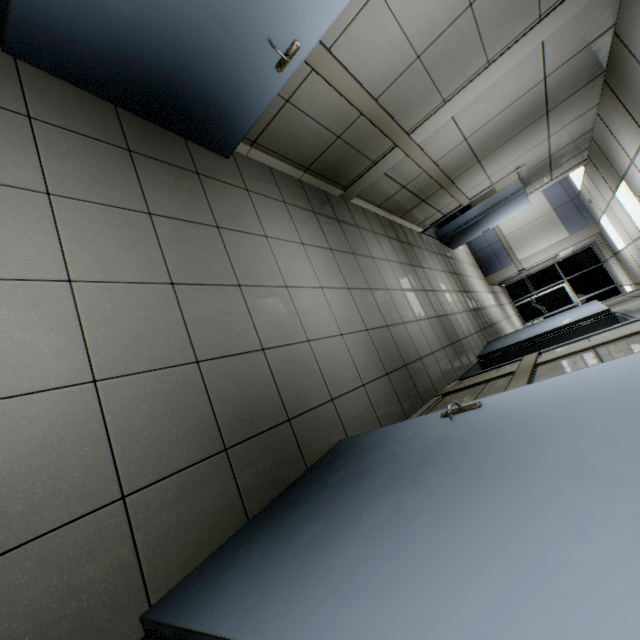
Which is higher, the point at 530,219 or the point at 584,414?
the point at 530,219

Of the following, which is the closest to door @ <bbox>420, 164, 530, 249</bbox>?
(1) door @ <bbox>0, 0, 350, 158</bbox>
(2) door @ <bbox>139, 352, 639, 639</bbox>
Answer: (1) door @ <bbox>0, 0, 350, 158</bbox>

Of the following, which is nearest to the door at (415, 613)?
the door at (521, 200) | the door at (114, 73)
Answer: the door at (114, 73)

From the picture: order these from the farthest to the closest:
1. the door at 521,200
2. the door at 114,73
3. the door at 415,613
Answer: the door at 521,200 < the door at 114,73 < the door at 415,613

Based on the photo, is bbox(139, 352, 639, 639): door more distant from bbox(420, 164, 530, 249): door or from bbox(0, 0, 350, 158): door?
bbox(420, 164, 530, 249): door

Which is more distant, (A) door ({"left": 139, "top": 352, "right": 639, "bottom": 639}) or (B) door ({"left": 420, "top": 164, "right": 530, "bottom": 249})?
(B) door ({"left": 420, "top": 164, "right": 530, "bottom": 249})

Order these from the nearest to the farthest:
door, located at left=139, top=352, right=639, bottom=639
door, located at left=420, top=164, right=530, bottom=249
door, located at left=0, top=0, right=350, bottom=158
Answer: door, located at left=139, top=352, right=639, bottom=639 → door, located at left=0, top=0, right=350, bottom=158 → door, located at left=420, top=164, right=530, bottom=249

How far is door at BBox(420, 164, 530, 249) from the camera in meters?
A: 6.7
